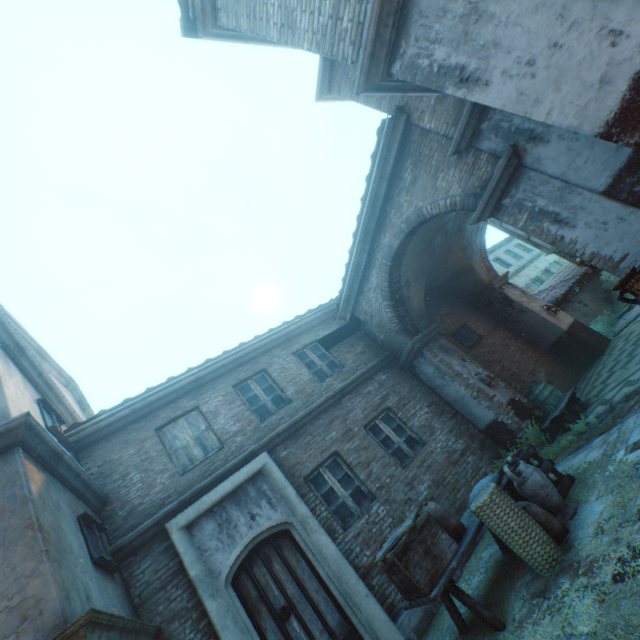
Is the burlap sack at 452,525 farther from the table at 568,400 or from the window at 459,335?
the window at 459,335

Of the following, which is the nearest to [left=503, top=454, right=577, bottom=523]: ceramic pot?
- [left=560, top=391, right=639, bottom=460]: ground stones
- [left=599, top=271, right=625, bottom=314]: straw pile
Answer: [left=560, top=391, right=639, bottom=460]: ground stones

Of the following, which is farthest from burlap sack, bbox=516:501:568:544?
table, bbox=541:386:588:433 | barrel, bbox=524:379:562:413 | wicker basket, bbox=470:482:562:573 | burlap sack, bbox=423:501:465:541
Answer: barrel, bbox=524:379:562:413

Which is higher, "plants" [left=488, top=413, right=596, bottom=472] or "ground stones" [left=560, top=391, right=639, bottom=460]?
"plants" [left=488, top=413, right=596, bottom=472]

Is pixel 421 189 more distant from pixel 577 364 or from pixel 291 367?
pixel 577 364

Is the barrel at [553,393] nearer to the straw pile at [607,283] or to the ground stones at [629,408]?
the ground stones at [629,408]

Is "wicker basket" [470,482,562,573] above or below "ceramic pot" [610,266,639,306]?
below

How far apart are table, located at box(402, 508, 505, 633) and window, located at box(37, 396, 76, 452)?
6.36m
